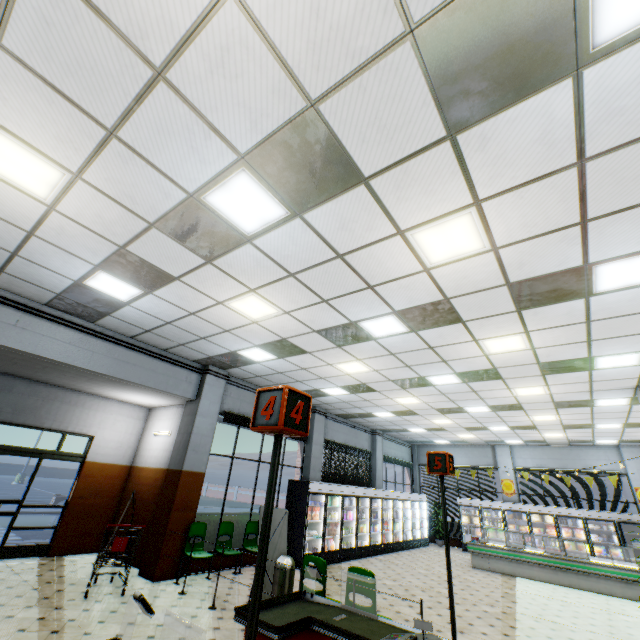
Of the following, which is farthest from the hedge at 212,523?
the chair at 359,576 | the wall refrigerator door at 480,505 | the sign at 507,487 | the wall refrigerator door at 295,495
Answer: the sign at 507,487

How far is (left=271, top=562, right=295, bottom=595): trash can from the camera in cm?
555

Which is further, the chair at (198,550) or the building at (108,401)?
the chair at (198,550)

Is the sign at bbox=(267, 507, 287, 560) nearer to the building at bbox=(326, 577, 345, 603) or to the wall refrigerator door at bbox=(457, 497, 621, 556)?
the building at bbox=(326, 577, 345, 603)

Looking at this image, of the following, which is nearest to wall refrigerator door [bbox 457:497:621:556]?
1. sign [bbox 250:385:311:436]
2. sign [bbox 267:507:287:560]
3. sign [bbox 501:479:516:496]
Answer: sign [bbox 501:479:516:496]

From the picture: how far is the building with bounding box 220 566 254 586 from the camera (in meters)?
7.66

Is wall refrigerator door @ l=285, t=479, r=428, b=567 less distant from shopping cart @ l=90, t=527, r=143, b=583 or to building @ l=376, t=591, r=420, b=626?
building @ l=376, t=591, r=420, b=626

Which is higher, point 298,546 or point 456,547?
point 298,546
